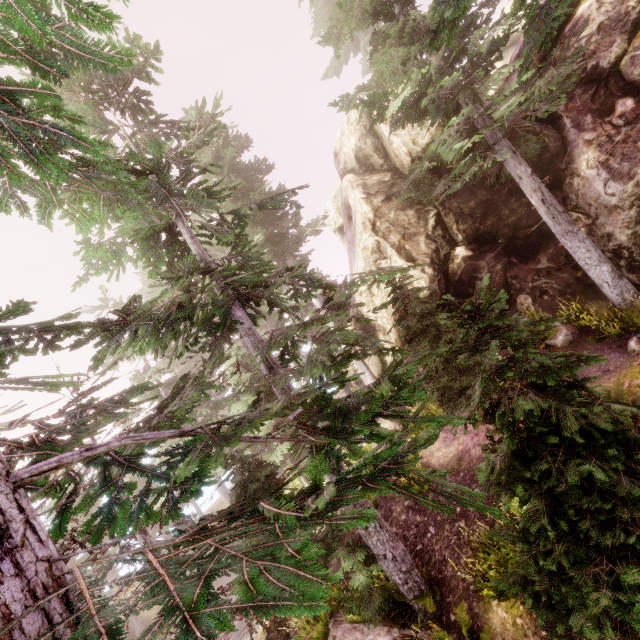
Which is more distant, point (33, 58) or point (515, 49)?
point (515, 49)

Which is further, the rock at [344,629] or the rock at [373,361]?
the rock at [373,361]

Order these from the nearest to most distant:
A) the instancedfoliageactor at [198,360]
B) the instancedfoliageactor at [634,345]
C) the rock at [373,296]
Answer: the instancedfoliageactor at [198,360] → the instancedfoliageactor at [634,345] → the rock at [373,296]

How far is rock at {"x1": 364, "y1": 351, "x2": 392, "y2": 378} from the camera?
17.7 meters

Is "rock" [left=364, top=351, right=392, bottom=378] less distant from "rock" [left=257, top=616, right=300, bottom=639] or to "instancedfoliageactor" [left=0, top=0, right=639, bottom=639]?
"instancedfoliageactor" [left=0, top=0, right=639, bottom=639]

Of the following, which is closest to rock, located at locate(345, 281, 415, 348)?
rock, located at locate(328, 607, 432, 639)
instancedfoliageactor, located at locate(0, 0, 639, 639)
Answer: instancedfoliageactor, located at locate(0, 0, 639, 639)
